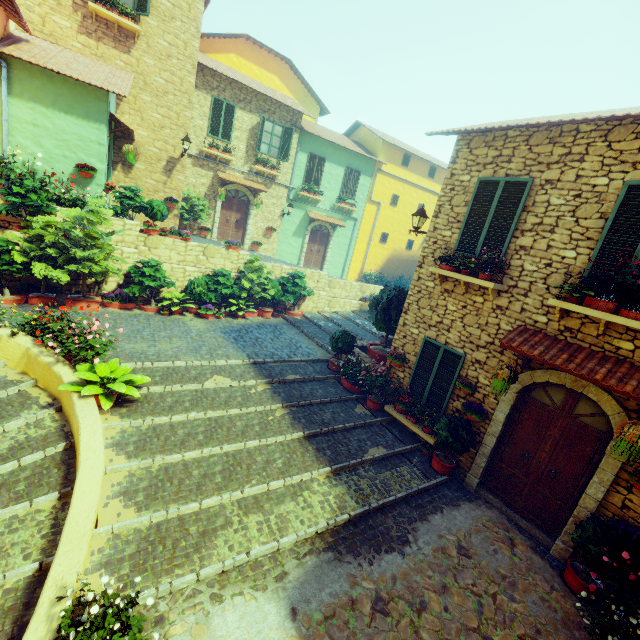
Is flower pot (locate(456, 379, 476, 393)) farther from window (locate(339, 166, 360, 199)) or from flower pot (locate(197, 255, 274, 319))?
window (locate(339, 166, 360, 199))

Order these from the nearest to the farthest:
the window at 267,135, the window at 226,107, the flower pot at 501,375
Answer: the flower pot at 501,375 → the window at 226,107 → the window at 267,135

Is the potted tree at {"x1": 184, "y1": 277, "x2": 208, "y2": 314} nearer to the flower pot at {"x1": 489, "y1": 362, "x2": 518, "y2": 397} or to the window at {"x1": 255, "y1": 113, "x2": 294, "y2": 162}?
the window at {"x1": 255, "y1": 113, "x2": 294, "y2": 162}

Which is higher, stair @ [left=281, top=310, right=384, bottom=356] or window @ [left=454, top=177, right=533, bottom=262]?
window @ [left=454, top=177, right=533, bottom=262]

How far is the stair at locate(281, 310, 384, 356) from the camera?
12.4m

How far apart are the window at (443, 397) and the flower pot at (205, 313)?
6.6m

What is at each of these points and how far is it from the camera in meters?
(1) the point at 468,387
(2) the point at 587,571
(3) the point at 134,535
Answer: (1) flower pot, 7.0
(2) flower pot, 5.3
(3) stair, 4.3

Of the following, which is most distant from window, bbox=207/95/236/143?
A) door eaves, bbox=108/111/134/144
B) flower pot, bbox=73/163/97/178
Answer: flower pot, bbox=73/163/97/178
